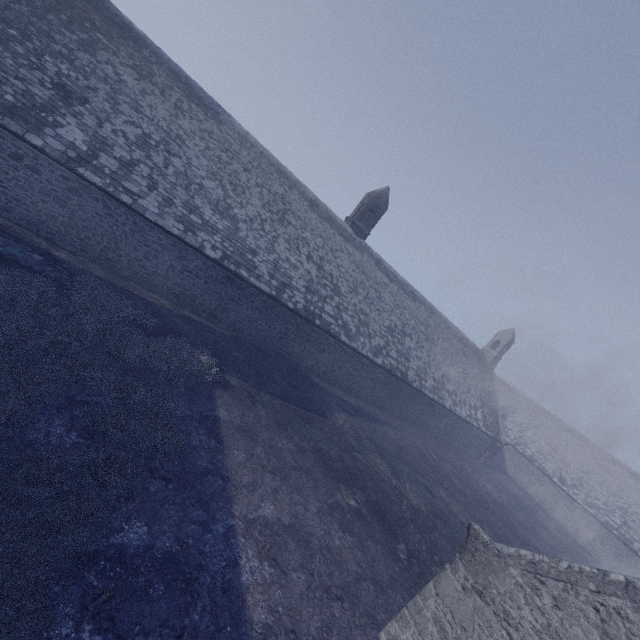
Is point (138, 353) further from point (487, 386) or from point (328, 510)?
point (487, 386)
